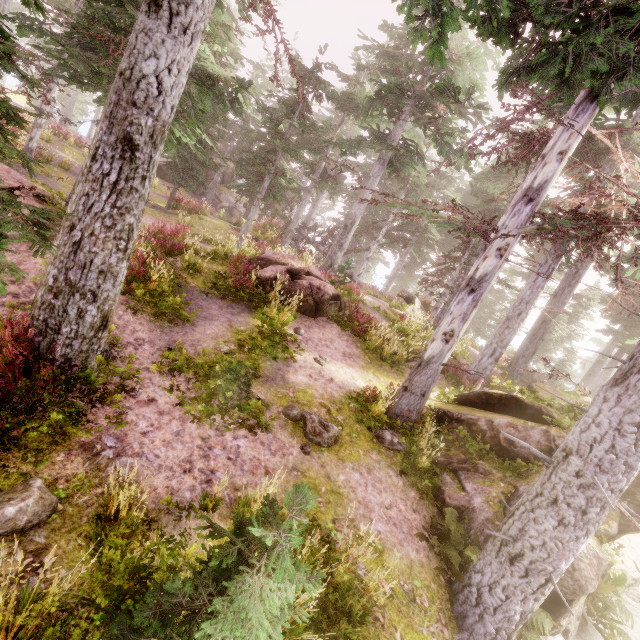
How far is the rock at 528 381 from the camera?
14.16m

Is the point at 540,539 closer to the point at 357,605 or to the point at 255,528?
the point at 357,605

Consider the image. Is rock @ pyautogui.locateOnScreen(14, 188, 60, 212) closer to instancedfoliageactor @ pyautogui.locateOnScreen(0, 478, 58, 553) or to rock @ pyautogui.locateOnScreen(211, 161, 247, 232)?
instancedfoliageactor @ pyautogui.locateOnScreen(0, 478, 58, 553)

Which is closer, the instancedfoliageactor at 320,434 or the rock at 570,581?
the rock at 570,581

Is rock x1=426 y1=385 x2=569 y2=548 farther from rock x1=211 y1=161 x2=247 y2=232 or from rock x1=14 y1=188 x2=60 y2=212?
rock x1=211 y1=161 x2=247 y2=232

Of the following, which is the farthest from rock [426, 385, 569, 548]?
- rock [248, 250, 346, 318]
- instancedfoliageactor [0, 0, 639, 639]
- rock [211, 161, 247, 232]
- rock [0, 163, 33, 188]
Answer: rock [211, 161, 247, 232]

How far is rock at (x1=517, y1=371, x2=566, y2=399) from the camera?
14.2 meters

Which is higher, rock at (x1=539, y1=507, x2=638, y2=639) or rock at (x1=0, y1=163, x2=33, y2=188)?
rock at (x1=0, y1=163, x2=33, y2=188)
